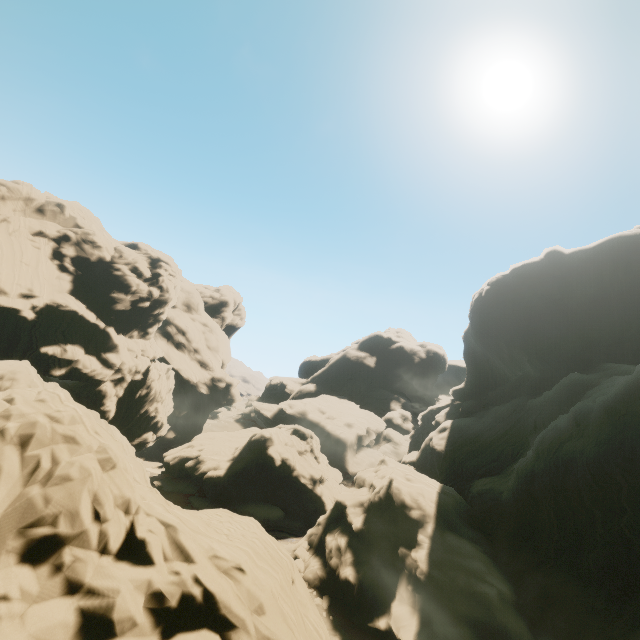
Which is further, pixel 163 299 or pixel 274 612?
pixel 163 299

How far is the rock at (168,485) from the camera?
44.27m

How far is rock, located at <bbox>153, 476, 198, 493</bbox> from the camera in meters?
44.3 m

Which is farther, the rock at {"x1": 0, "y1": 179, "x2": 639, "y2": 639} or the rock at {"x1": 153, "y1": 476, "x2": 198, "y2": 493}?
the rock at {"x1": 153, "y1": 476, "x2": 198, "y2": 493}

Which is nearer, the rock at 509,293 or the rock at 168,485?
the rock at 509,293

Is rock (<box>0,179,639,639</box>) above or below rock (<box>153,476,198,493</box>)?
above
